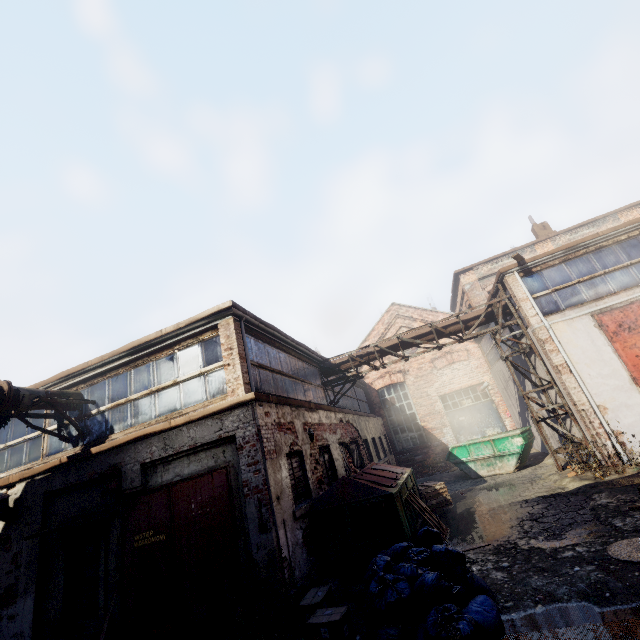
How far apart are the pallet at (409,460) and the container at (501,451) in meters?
3.3 m

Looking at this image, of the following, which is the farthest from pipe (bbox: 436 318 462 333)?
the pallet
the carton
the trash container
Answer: the carton

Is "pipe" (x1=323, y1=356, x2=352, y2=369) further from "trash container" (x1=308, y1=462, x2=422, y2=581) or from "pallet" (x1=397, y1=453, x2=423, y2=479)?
"pallet" (x1=397, y1=453, x2=423, y2=479)

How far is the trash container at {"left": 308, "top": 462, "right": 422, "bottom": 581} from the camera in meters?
6.5

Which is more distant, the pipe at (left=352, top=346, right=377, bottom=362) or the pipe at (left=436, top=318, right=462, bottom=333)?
the pipe at (left=352, top=346, right=377, bottom=362)

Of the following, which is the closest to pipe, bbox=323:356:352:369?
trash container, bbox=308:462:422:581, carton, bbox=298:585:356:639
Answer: trash container, bbox=308:462:422:581

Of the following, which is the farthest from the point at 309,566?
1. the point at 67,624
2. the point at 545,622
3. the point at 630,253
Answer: the point at 630,253

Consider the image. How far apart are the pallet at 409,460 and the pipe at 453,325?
7.6 meters
